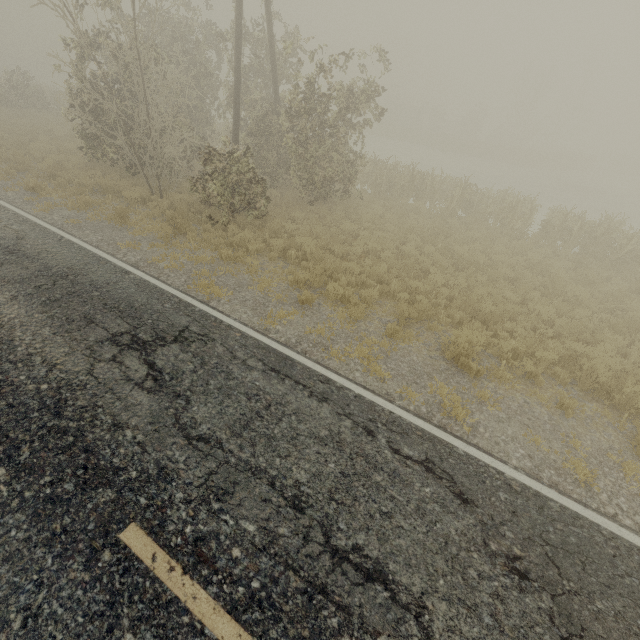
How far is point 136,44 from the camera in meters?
10.0 m
